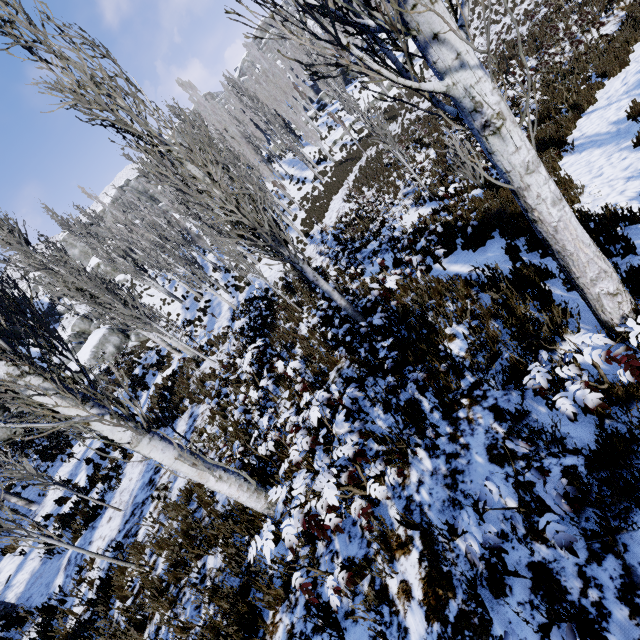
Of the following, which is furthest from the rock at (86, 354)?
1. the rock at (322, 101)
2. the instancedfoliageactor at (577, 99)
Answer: the rock at (322, 101)

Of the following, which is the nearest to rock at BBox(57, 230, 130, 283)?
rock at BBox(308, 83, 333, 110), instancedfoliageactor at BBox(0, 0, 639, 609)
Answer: instancedfoliageactor at BBox(0, 0, 639, 609)

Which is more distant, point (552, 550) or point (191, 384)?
point (191, 384)

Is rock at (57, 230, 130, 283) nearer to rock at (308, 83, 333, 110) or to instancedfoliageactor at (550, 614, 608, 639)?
instancedfoliageactor at (550, 614, 608, 639)

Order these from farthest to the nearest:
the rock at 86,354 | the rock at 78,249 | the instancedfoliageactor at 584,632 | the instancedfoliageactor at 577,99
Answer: the rock at 78,249
the rock at 86,354
the instancedfoliageactor at 577,99
the instancedfoliageactor at 584,632

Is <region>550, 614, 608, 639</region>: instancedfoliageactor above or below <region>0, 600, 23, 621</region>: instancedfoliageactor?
below
